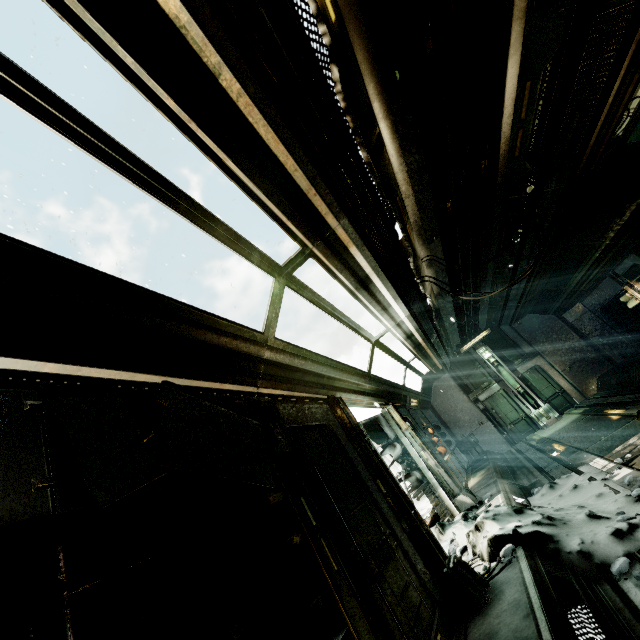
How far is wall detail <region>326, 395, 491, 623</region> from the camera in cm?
332

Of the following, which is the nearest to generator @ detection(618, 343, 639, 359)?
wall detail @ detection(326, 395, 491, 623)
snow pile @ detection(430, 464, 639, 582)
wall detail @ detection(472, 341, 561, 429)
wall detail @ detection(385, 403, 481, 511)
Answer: wall detail @ detection(472, 341, 561, 429)

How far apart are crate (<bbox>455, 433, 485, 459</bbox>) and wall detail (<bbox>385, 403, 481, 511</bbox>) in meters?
7.0

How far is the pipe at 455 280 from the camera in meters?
7.5

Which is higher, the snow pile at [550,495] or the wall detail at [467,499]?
the wall detail at [467,499]

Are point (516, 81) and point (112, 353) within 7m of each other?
yes

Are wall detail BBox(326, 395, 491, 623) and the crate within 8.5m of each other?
no

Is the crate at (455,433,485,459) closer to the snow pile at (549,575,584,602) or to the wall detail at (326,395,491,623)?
the snow pile at (549,575,584,602)
